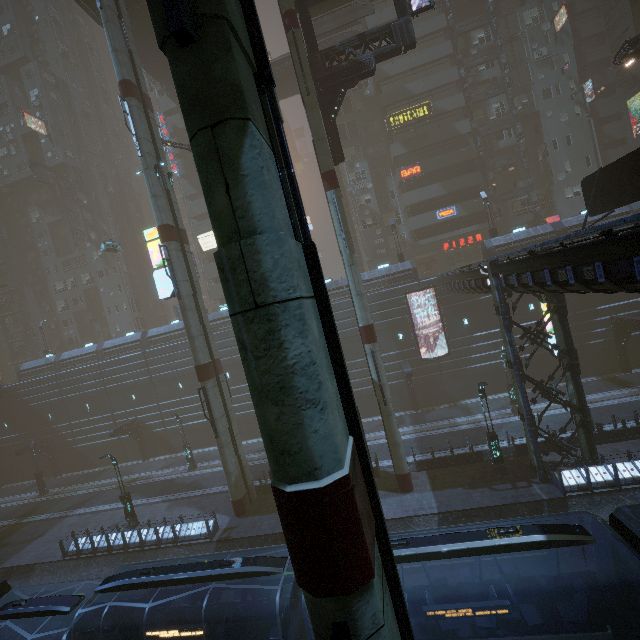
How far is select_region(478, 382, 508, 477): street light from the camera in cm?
1798

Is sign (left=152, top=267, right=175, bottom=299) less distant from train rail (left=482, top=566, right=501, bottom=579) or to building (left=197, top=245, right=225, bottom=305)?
building (left=197, top=245, right=225, bottom=305)

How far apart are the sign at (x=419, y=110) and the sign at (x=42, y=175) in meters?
48.3 m

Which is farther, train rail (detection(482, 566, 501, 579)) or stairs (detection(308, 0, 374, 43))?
stairs (detection(308, 0, 374, 43))

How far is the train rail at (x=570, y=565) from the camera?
13.1 meters

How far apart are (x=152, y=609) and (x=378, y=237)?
38.58m

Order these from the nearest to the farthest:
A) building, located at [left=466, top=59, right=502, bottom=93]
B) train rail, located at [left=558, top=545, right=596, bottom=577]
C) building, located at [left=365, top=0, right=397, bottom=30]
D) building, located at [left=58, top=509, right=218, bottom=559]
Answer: train rail, located at [left=558, top=545, right=596, bottom=577] < building, located at [left=58, top=509, right=218, bottom=559] < building, located at [left=365, top=0, right=397, bottom=30] < building, located at [left=466, top=59, right=502, bottom=93]

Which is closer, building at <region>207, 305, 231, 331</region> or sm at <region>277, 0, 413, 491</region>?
sm at <region>277, 0, 413, 491</region>
